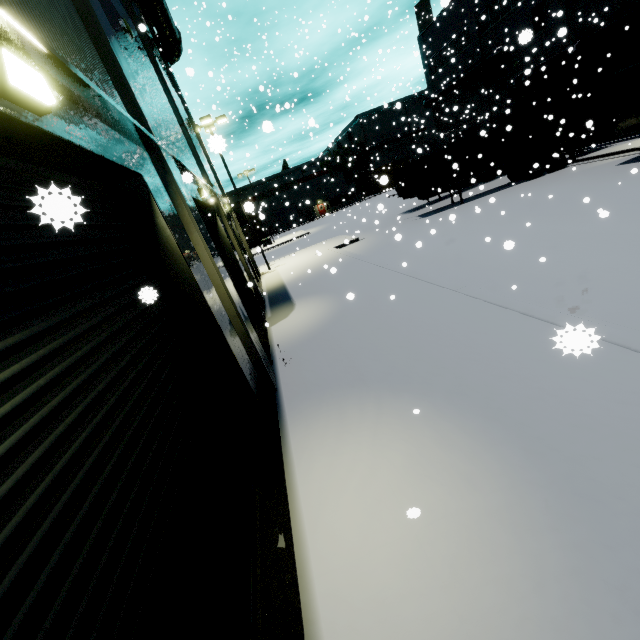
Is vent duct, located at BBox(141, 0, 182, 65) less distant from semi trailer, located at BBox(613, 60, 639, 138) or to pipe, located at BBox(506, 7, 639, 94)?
semi trailer, located at BBox(613, 60, 639, 138)

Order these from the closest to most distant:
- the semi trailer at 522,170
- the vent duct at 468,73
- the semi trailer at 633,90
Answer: the semi trailer at 633,90 → the semi trailer at 522,170 → the vent duct at 468,73

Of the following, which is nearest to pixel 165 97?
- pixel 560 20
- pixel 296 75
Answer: pixel 296 75

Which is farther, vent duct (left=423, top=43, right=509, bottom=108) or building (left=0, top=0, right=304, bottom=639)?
vent duct (left=423, top=43, right=509, bottom=108)

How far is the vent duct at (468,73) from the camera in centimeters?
2578cm

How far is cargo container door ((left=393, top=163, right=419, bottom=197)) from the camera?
20.84m

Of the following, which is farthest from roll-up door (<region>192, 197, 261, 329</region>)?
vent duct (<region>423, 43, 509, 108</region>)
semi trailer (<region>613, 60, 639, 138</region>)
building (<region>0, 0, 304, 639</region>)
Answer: vent duct (<region>423, 43, 509, 108</region>)
